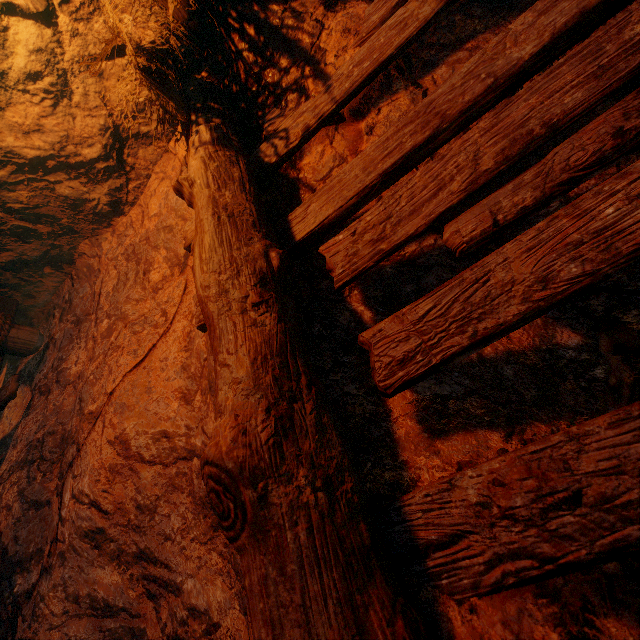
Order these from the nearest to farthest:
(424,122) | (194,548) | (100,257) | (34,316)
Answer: (424,122) → (194,548) → (100,257) → (34,316)
